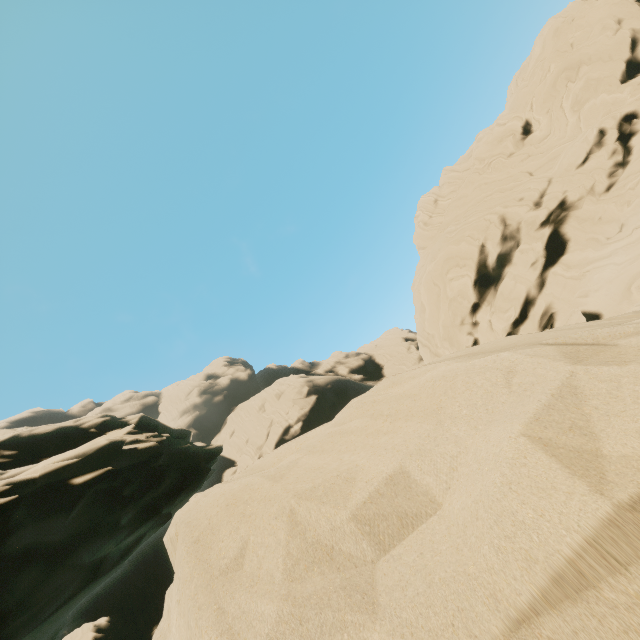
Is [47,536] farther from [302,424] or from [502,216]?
[302,424]
